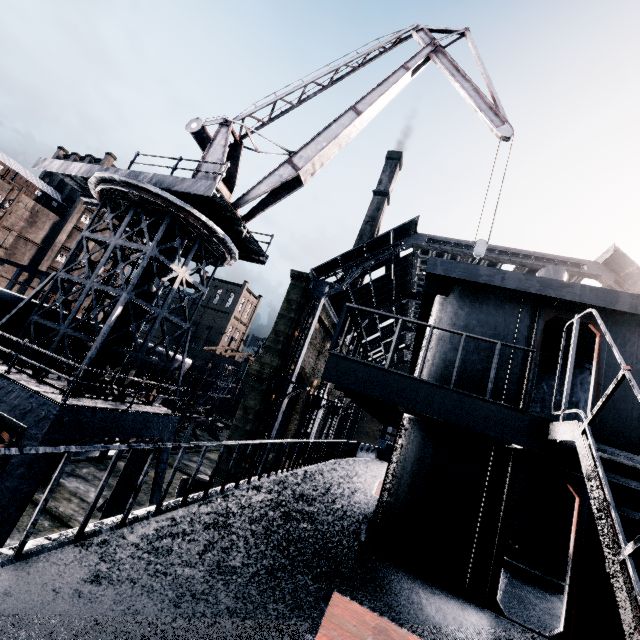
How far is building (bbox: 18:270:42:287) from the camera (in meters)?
53.92

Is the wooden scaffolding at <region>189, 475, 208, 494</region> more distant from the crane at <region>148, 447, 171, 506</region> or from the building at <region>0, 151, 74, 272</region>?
the building at <region>0, 151, 74, 272</region>

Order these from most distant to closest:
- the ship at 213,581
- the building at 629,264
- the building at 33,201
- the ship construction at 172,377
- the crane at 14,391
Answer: the building at 33,201 < the ship construction at 172,377 < the building at 629,264 < the crane at 14,391 < the ship at 213,581

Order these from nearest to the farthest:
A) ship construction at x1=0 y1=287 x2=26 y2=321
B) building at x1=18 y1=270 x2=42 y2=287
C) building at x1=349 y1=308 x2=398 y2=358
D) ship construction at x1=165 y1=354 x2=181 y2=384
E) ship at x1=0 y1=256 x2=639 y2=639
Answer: ship at x1=0 y1=256 x2=639 y2=639, ship construction at x1=0 y1=287 x2=26 y2=321, ship construction at x1=165 y1=354 x2=181 y2=384, building at x1=349 y1=308 x2=398 y2=358, building at x1=18 y1=270 x2=42 y2=287

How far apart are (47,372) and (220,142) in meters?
12.6 m

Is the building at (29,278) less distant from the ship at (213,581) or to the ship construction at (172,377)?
the ship construction at (172,377)

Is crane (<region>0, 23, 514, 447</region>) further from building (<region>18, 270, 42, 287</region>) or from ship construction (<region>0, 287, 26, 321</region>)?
building (<region>18, 270, 42, 287</region>)

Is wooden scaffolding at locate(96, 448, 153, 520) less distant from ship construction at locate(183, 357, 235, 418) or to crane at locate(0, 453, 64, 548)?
crane at locate(0, 453, 64, 548)
